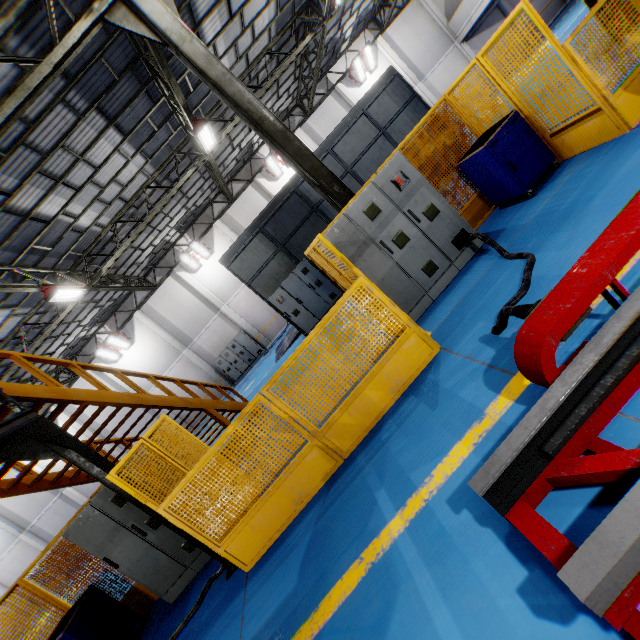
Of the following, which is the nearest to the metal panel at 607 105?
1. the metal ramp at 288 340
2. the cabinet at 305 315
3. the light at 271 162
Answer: the cabinet at 305 315

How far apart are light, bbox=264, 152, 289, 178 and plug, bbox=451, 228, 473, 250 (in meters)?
17.61

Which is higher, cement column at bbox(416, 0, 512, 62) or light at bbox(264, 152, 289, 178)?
Answer: light at bbox(264, 152, 289, 178)

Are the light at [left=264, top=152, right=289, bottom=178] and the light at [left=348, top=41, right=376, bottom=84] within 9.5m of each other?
yes

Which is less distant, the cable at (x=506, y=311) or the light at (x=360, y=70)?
the cable at (x=506, y=311)

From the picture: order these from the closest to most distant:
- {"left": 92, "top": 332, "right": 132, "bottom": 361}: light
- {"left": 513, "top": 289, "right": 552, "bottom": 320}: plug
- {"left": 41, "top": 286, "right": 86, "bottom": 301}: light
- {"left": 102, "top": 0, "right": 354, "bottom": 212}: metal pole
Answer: {"left": 513, "top": 289, "right": 552, "bottom": 320}: plug, {"left": 102, "top": 0, "right": 354, "bottom": 212}: metal pole, {"left": 41, "top": 286, "right": 86, "bottom": 301}: light, {"left": 92, "top": 332, "right": 132, "bottom": 361}: light

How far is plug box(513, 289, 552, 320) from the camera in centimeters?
249cm

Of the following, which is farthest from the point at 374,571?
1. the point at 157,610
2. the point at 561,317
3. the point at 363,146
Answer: the point at 363,146
